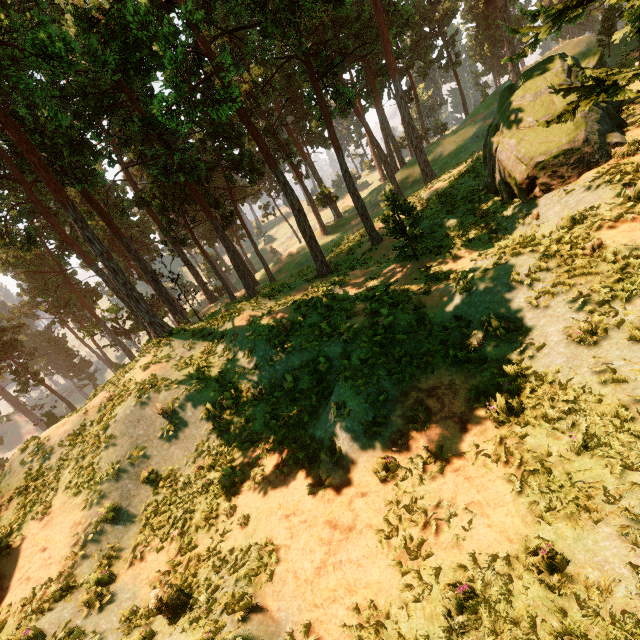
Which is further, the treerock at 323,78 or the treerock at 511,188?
the treerock at 323,78

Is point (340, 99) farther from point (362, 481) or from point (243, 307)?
point (362, 481)

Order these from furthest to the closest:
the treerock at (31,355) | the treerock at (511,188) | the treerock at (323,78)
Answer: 1. the treerock at (31,355)
2. the treerock at (323,78)
3. the treerock at (511,188)

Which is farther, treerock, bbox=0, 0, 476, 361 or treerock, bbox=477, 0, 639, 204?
treerock, bbox=0, 0, 476, 361

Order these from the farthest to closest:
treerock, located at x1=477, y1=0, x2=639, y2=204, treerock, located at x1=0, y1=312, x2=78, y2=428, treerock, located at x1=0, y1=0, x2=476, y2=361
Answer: treerock, located at x1=0, y1=312, x2=78, y2=428, treerock, located at x1=0, y1=0, x2=476, y2=361, treerock, located at x1=477, y1=0, x2=639, y2=204
